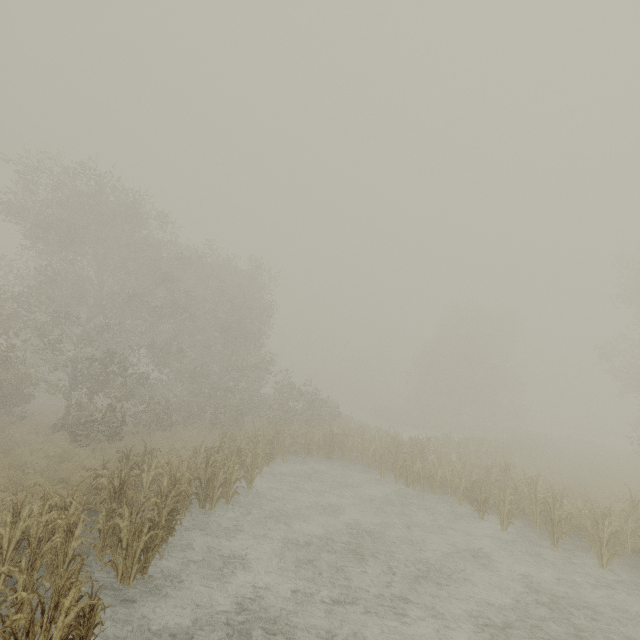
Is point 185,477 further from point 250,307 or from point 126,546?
point 250,307
